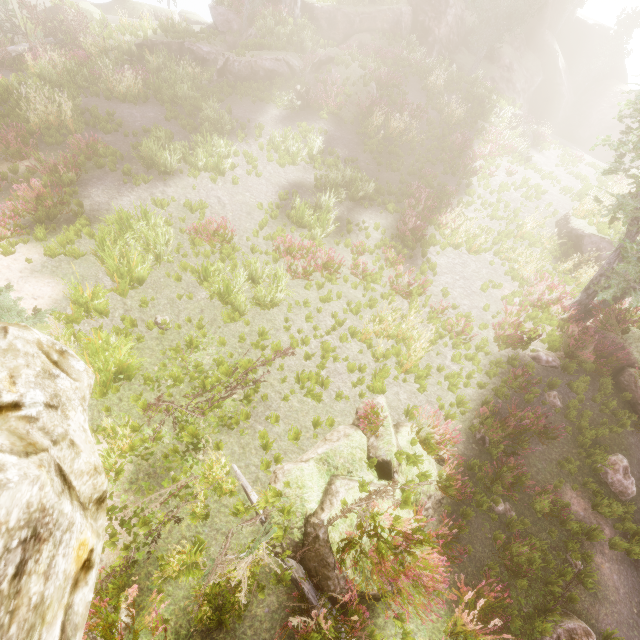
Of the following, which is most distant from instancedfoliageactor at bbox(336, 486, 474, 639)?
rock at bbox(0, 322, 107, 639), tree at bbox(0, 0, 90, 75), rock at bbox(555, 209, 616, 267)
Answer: rock at bbox(555, 209, 616, 267)

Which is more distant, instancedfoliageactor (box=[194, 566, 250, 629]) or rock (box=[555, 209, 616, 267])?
rock (box=[555, 209, 616, 267])

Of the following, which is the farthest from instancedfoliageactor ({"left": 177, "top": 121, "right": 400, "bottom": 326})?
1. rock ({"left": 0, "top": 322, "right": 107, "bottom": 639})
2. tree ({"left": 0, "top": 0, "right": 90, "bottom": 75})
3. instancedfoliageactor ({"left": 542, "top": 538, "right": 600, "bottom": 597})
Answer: instancedfoliageactor ({"left": 542, "top": 538, "right": 600, "bottom": 597})

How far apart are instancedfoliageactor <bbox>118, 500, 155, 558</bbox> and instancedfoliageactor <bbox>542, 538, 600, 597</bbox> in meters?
7.9

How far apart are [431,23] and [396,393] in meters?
32.4

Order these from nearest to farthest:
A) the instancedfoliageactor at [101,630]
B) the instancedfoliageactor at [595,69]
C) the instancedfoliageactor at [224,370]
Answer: the instancedfoliageactor at [101,630] → the instancedfoliageactor at [224,370] → the instancedfoliageactor at [595,69]

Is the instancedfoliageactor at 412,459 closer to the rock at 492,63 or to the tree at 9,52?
the rock at 492,63

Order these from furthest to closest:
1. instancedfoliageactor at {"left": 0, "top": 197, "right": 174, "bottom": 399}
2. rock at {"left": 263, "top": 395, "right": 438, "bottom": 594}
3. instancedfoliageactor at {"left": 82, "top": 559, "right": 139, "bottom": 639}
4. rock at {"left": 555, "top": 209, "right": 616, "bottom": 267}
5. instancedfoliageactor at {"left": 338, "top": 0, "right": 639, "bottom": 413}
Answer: rock at {"left": 555, "top": 209, "right": 616, "bottom": 267}
instancedfoliageactor at {"left": 338, "top": 0, "right": 639, "bottom": 413}
instancedfoliageactor at {"left": 0, "top": 197, "right": 174, "bottom": 399}
rock at {"left": 263, "top": 395, "right": 438, "bottom": 594}
instancedfoliageactor at {"left": 82, "top": 559, "right": 139, "bottom": 639}
